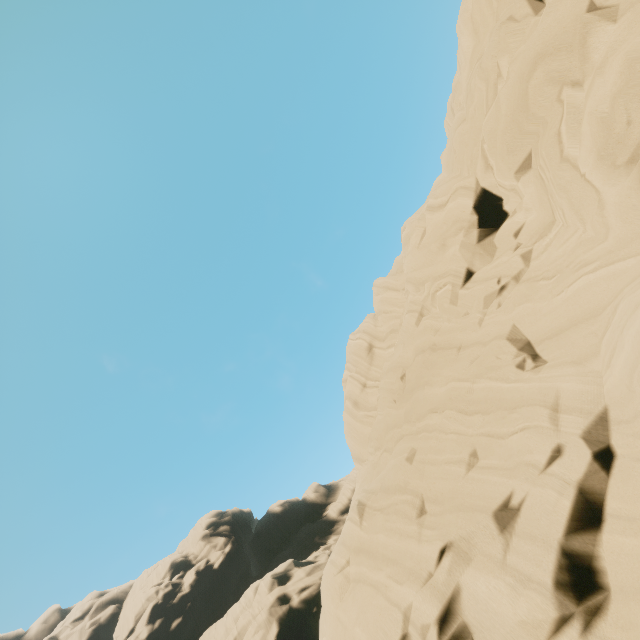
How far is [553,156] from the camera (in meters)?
11.55
